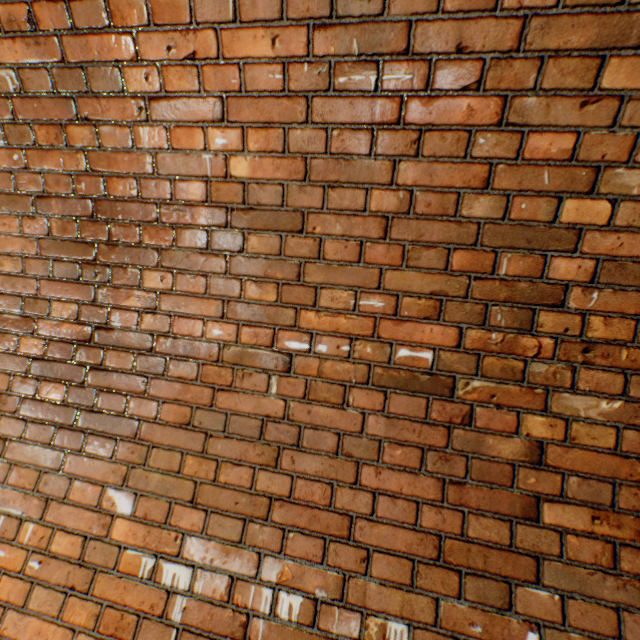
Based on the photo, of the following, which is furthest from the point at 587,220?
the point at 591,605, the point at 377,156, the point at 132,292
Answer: the point at 132,292
